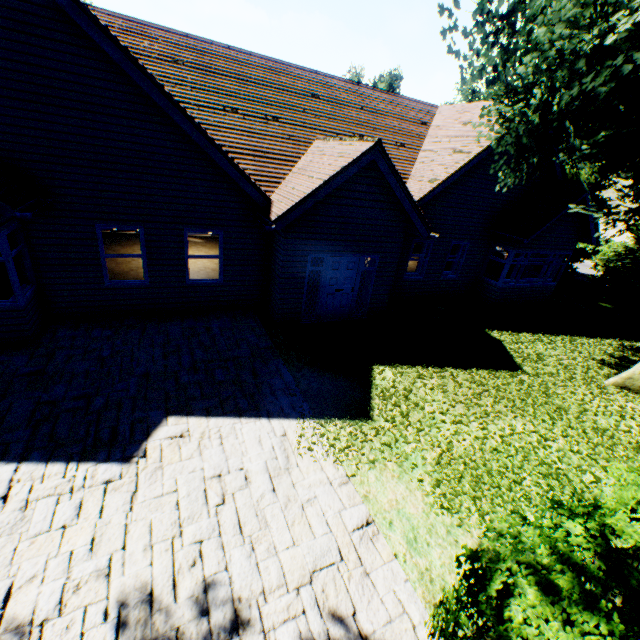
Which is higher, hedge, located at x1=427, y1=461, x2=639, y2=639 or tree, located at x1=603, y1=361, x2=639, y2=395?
hedge, located at x1=427, y1=461, x2=639, y2=639

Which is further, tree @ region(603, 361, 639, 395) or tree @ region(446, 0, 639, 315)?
tree @ region(603, 361, 639, 395)

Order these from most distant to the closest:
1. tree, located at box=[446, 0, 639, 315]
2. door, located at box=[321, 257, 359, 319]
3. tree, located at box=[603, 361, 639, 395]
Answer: door, located at box=[321, 257, 359, 319] → tree, located at box=[603, 361, 639, 395] → tree, located at box=[446, 0, 639, 315]

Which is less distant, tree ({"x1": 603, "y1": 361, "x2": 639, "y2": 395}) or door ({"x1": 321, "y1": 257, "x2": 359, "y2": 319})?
tree ({"x1": 603, "y1": 361, "x2": 639, "y2": 395})

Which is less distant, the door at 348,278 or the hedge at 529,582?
the hedge at 529,582

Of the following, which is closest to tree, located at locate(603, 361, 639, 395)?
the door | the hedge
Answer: the hedge

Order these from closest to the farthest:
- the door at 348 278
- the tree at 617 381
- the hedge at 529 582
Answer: the hedge at 529 582
the tree at 617 381
the door at 348 278

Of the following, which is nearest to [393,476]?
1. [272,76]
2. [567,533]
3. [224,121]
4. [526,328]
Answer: [567,533]
